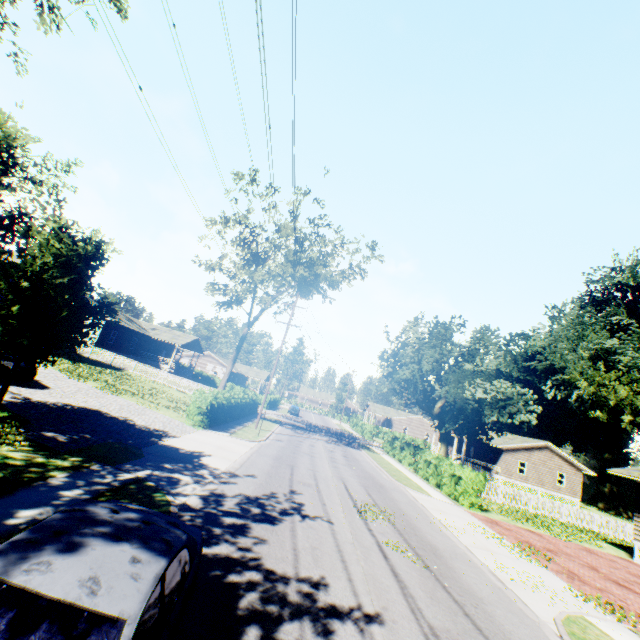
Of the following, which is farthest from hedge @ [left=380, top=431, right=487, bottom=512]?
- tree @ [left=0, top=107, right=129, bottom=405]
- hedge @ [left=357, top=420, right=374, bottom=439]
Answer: hedge @ [left=357, top=420, right=374, bottom=439]

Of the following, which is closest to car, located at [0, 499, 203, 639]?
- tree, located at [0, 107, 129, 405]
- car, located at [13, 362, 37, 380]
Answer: tree, located at [0, 107, 129, 405]

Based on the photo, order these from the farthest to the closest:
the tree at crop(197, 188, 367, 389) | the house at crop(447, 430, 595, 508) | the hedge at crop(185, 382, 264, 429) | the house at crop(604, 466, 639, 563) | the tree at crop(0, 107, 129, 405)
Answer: the house at crop(447, 430, 595, 508), the tree at crop(197, 188, 367, 389), the hedge at crop(185, 382, 264, 429), the house at crop(604, 466, 639, 563), the tree at crop(0, 107, 129, 405)

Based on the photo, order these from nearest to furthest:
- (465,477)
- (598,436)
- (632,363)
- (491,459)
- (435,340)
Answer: (465,477)
(435,340)
(632,363)
(491,459)
(598,436)

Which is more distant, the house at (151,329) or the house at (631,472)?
the house at (151,329)

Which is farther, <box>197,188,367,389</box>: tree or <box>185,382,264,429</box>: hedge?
<box>197,188,367,389</box>: tree

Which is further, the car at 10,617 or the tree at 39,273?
the tree at 39,273

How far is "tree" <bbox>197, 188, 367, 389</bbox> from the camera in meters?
27.2 m
